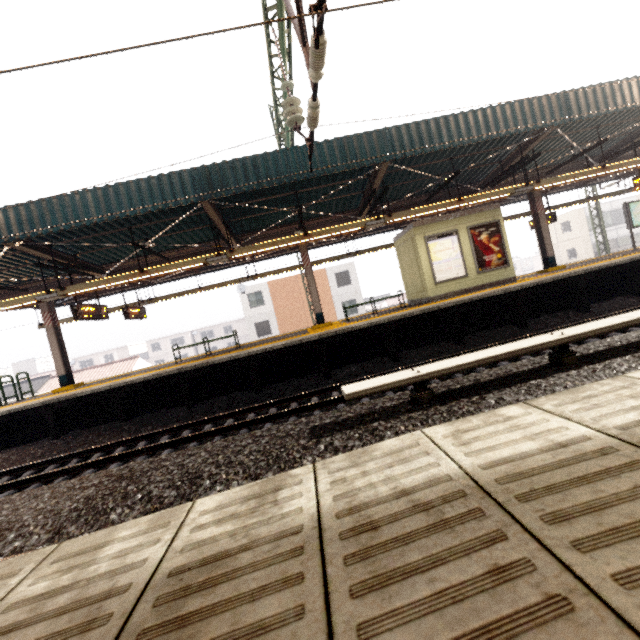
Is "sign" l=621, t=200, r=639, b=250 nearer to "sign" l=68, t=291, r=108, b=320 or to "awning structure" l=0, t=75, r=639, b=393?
"awning structure" l=0, t=75, r=639, b=393

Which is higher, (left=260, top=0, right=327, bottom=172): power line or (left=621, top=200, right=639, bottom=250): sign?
(left=260, top=0, right=327, bottom=172): power line

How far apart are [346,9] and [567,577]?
4.6 meters

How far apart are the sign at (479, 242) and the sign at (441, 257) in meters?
0.3 m

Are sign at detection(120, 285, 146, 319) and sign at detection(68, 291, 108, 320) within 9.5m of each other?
yes

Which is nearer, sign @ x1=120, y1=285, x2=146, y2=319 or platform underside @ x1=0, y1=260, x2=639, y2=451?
platform underside @ x1=0, y1=260, x2=639, y2=451

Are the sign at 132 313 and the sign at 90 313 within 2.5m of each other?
yes

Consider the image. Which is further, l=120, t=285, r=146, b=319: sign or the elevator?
l=120, t=285, r=146, b=319: sign
